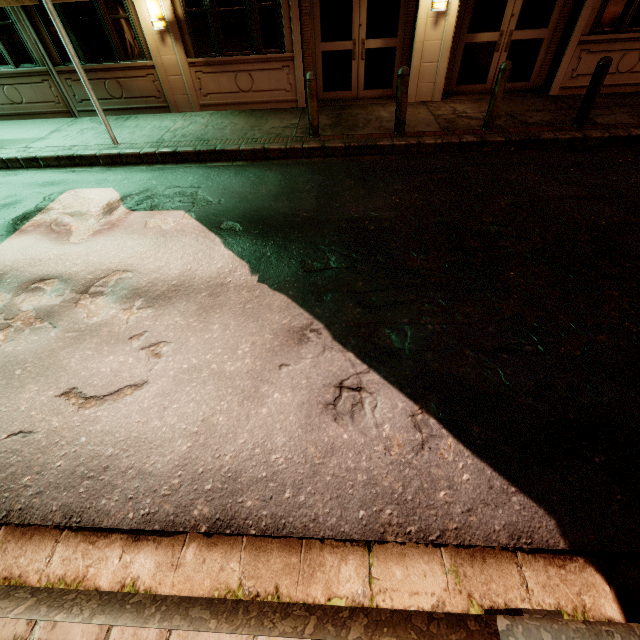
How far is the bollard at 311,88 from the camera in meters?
6.8

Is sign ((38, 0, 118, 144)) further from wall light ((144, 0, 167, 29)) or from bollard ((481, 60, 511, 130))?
bollard ((481, 60, 511, 130))

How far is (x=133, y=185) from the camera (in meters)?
6.70

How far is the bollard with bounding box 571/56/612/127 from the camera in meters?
6.4 m

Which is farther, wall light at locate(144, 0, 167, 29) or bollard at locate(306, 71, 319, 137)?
wall light at locate(144, 0, 167, 29)

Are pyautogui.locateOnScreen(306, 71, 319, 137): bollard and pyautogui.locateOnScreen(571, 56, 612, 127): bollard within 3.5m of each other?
no

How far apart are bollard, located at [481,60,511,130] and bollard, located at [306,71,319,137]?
3.7 meters

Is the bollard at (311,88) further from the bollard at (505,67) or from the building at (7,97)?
the bollard at (505,67)
